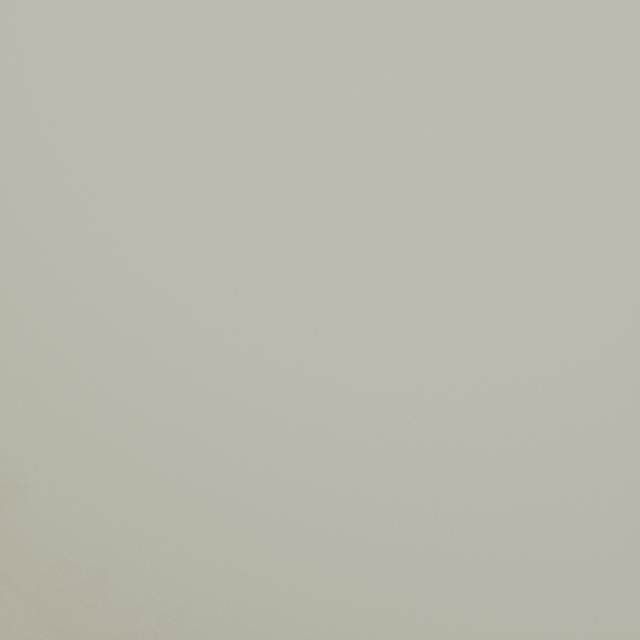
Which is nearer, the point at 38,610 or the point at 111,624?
the point at 38,610
